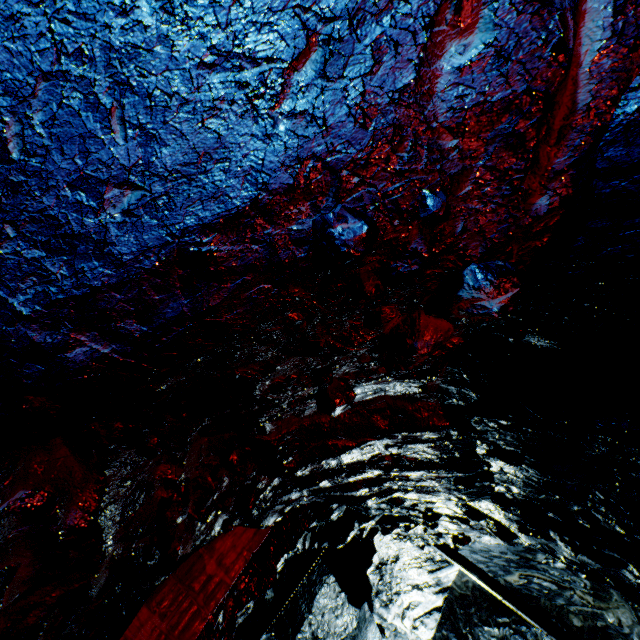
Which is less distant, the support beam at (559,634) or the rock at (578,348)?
the rock at (578,348)

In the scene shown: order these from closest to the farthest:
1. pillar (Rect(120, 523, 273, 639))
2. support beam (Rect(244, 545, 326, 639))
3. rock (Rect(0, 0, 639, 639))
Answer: rock (Rect(0, 0, 639, 639)) < pillar (Rect(120, 523, 273, 639)) < support beam (Rect(244, 545, 326, 639))

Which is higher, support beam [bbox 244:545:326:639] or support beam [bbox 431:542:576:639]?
support beam [bbox 431:542:576:639]

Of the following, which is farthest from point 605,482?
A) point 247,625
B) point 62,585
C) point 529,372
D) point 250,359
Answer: point 247,625

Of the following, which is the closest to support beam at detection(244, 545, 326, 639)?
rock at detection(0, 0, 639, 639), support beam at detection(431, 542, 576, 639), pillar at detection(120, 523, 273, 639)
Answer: rock at detection(0, 0, 639, 639)

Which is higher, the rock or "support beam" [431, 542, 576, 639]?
Answer: "support beam" [431, 542, 576, 639]

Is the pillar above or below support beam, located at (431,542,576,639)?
below

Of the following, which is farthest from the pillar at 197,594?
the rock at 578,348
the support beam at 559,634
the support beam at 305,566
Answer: the support beam at 559,634
